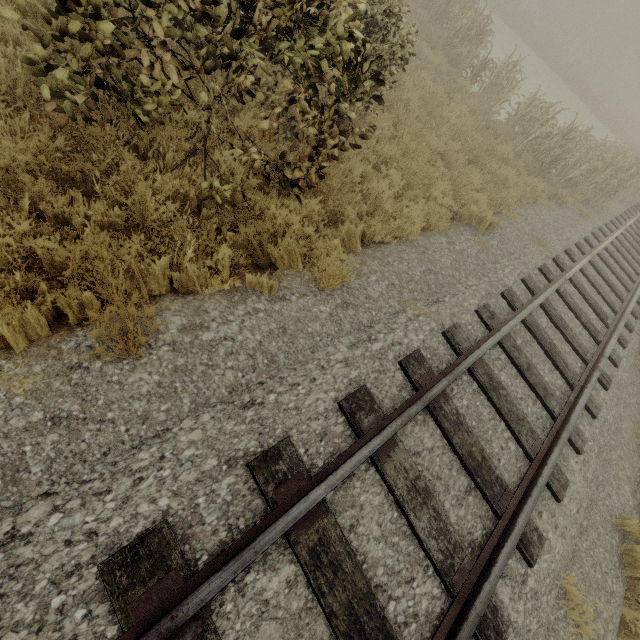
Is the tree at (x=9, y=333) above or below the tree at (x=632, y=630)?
above

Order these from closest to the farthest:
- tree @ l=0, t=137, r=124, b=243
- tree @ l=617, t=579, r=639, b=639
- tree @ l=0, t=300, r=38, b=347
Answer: tree @ l=0, t=300, r=38, b=347
tree @ l=0, t=137, r=124, b=243
tree @ l=617, t=579, r=639, b=639

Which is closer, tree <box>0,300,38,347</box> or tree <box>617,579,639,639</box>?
tree <box>0,300,38,347</box>

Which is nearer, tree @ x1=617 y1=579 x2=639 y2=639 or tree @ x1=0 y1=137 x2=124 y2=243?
tree @ x1=0 y1=137 x2=124 y2=243

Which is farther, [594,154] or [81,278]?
[594,154]

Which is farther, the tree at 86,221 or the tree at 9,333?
the tree at 86,221
